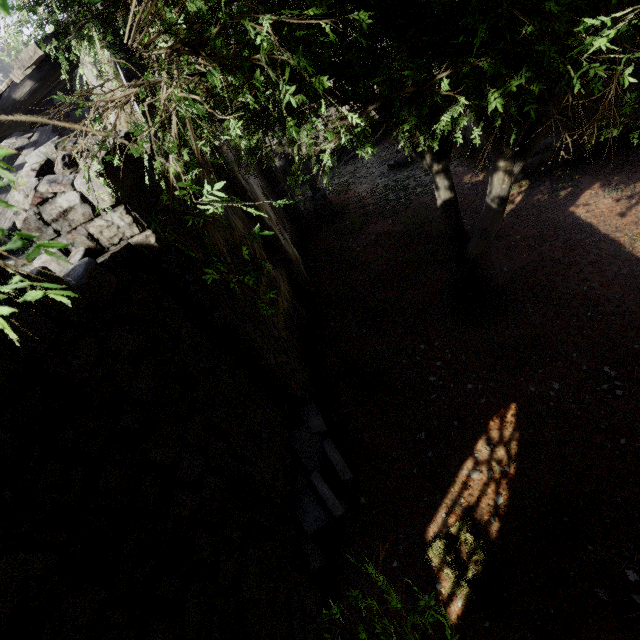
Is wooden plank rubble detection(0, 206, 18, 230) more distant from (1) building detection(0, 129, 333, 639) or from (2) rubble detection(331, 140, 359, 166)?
(2) rubble detection(331, 140, 359, 166)

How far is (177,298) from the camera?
4.4m

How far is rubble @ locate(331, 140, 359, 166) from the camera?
18.83m

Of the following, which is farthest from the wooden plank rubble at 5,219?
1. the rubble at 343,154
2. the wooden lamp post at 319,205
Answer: the rubble at 343,154

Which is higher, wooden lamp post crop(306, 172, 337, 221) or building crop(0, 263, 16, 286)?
building crop(0, 263, 16, 286)

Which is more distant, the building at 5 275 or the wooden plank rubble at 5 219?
A: the wooden plank rubble at 5 219
